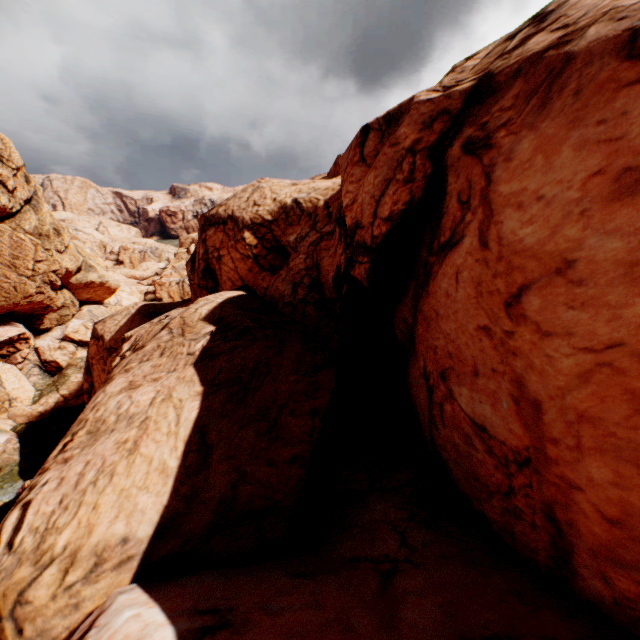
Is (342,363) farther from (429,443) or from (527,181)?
(527,181)
